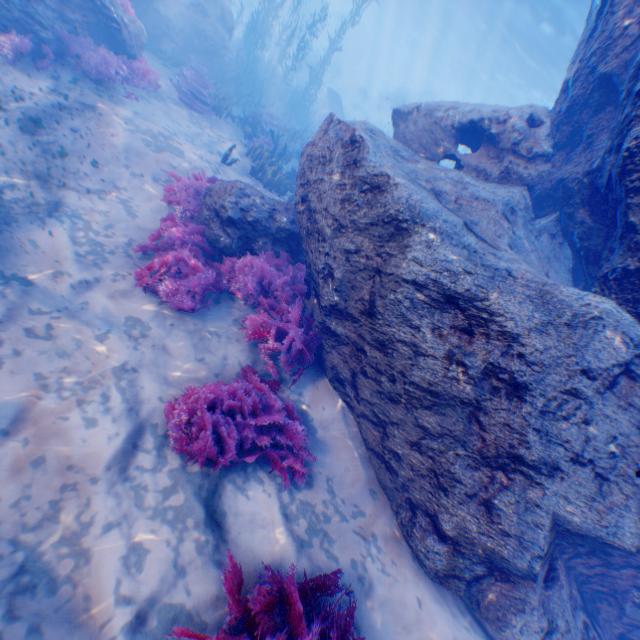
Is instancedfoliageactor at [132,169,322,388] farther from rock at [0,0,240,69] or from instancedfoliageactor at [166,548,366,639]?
instancedfoliageactor at [166,548,366,639]

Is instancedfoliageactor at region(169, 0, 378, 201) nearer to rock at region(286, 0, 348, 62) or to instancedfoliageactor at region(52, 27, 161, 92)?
rock at region(286, 0, 348, 62)

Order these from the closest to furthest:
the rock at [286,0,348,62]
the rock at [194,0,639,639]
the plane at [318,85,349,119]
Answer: the rock at [194,0,639,639] → the plane at [318,85,349,119] → the rock at [286,0,348,62]

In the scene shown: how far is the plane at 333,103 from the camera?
24.6m

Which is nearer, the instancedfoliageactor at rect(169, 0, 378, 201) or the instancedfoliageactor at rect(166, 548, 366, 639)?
the instancedfoliageactor at rect(166, 548, 366, 639)

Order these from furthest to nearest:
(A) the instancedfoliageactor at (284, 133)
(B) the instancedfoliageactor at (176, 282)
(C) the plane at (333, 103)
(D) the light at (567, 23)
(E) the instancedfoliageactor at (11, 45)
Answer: (C) the plane at (333, 103) < (D) the light at (567, 23) < (A) the instancedfoliageactor at (284, 133) < (E) the instancedfoliageactor at (11, 45) < (B) the instancedfoliageactor at (176, 282)

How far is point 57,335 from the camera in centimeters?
410cm

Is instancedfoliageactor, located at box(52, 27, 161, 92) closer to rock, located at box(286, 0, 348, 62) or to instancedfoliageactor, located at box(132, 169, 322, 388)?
rock, located at box(286, 0, 348, 62)
